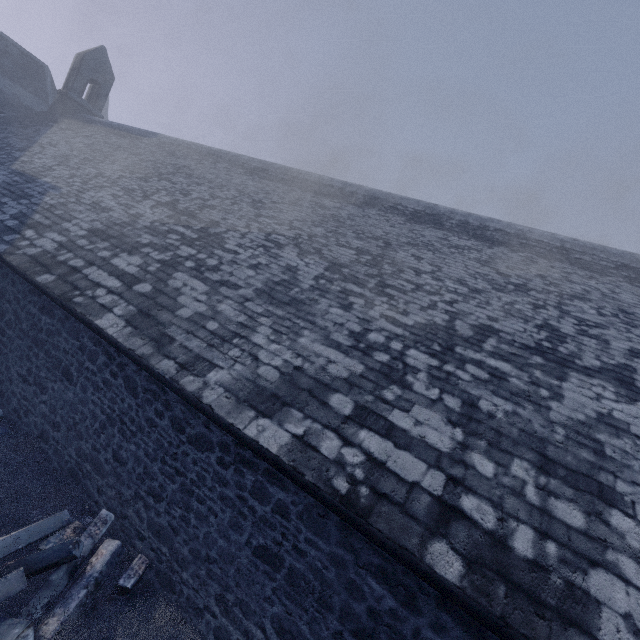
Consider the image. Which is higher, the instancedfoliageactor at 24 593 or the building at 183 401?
the building at 183 401

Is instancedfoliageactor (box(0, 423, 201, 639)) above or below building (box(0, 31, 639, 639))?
below

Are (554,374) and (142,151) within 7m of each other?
no
